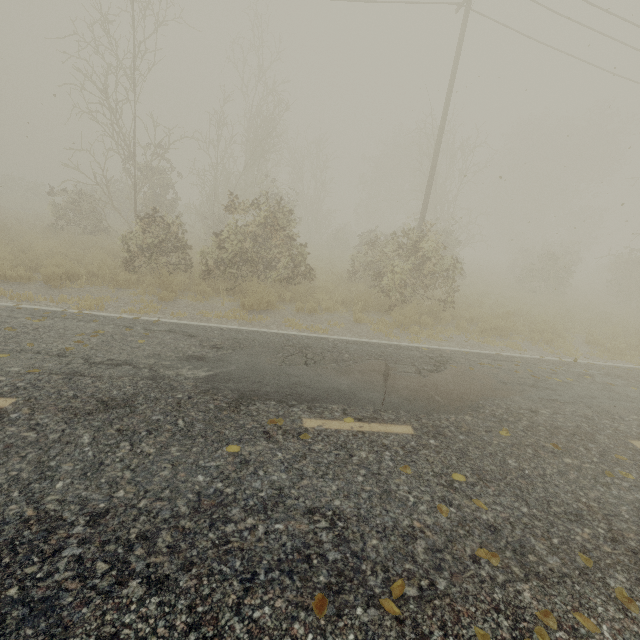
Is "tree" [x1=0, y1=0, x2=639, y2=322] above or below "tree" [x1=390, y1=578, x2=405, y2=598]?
above

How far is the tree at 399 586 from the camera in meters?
2.4

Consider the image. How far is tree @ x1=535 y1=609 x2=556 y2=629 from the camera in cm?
237

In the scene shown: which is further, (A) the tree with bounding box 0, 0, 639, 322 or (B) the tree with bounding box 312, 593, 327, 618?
(A) the tree with bounding box 0, 0, 639, 322

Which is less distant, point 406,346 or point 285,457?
point 285,457
